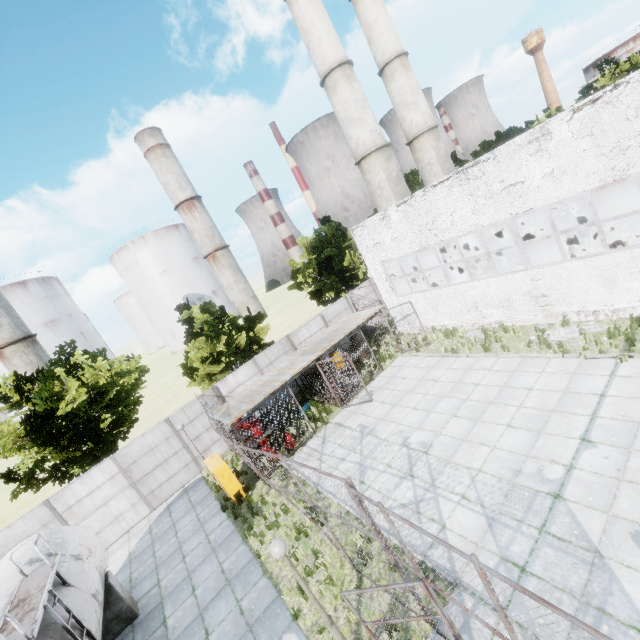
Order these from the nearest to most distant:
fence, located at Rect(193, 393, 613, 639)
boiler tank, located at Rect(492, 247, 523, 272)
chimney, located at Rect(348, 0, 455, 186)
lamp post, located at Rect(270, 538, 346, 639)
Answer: fence, located at Rect(193, 393, 613, 639)
lamp post, located at Rect(270, 538, 346, 639)
boiler tank, located at Rect(492, 247, 523, 272)
chimney, located at Rect(348, 0, 455, 186)

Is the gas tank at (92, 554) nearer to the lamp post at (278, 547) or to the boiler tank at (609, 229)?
the lamp post at (278, 547)

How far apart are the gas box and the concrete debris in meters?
14.2 m

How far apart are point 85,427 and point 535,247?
26.7 meters

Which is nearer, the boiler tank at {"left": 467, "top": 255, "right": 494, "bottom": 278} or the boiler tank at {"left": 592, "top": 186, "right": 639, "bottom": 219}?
the boiler tank at {"left": 592, "top": 186, "right": 639, "bottom": 219}

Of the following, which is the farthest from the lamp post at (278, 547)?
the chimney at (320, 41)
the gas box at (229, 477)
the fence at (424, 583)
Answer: the chimney at (320, 41)

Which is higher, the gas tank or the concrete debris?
the gas tank

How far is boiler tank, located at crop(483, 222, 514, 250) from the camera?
19.1 meters
